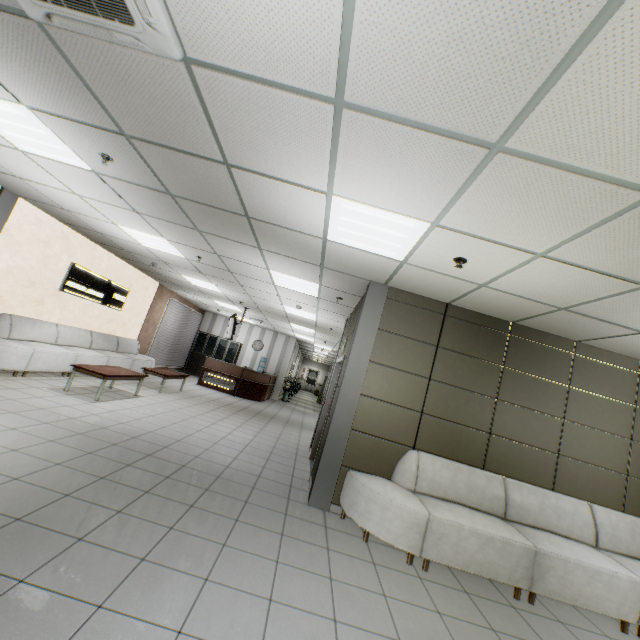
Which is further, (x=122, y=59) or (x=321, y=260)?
(x=321, y=260)

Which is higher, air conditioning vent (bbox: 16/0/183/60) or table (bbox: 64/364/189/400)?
air conditioning vent (bbox: 16/0/183/60)

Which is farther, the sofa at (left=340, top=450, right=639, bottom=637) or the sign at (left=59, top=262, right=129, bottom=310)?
the sign at (left=59, top=262, right=129, bottom=310)

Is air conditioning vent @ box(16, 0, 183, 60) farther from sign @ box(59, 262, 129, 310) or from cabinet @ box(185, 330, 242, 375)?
cabinet @ box(185, 330, 242, 375)

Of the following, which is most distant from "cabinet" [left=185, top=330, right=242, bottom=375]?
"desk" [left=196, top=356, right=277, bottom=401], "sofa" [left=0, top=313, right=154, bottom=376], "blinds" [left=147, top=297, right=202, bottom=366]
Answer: "sofa" [left=0, top=313, right=154, bottom=376]

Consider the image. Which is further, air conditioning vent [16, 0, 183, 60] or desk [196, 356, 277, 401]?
desk [196, 356, 277, 401]

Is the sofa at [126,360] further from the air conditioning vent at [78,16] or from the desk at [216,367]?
the air conditioning vent at [78,16]

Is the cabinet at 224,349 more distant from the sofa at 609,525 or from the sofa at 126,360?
the sofa at 609,525
